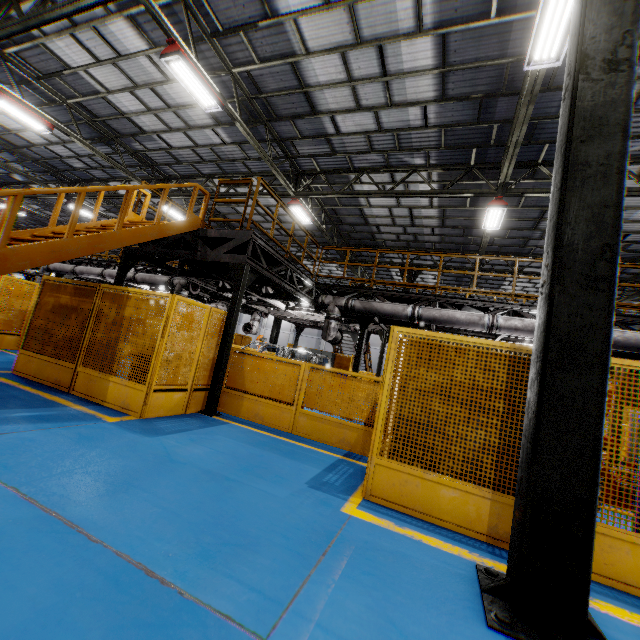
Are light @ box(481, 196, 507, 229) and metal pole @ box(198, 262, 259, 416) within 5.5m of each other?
no

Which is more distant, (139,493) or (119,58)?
(119,58)

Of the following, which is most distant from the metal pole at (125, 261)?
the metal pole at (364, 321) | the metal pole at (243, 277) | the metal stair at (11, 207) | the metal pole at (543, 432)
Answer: the metal pole at (543, 432)

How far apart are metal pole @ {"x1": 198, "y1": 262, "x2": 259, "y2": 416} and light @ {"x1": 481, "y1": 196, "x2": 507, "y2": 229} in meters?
8.0

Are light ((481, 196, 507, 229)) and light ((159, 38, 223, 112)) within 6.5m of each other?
no

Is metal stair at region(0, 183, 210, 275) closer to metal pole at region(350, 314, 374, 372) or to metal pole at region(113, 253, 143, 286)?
metal pole at region(113, 253, 143, 286)

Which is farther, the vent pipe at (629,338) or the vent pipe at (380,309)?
the vent pipe at (380,309)

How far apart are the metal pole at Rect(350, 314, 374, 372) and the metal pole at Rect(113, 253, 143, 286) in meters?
6.3 m
